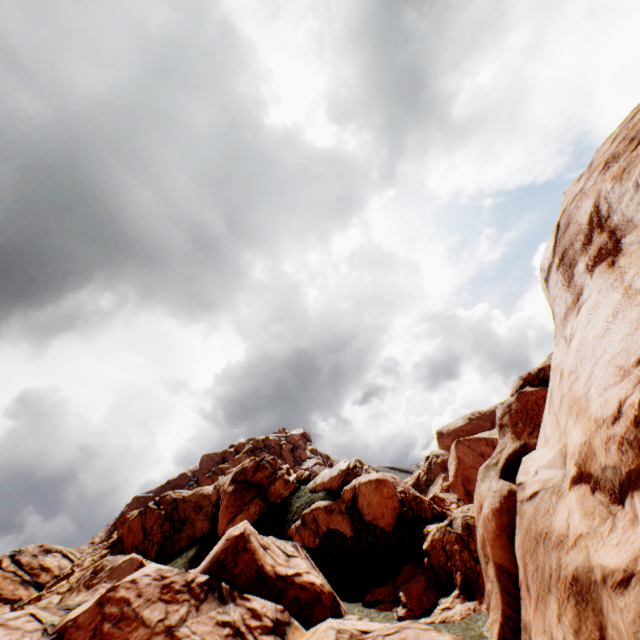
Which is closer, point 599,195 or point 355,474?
point 599,195
